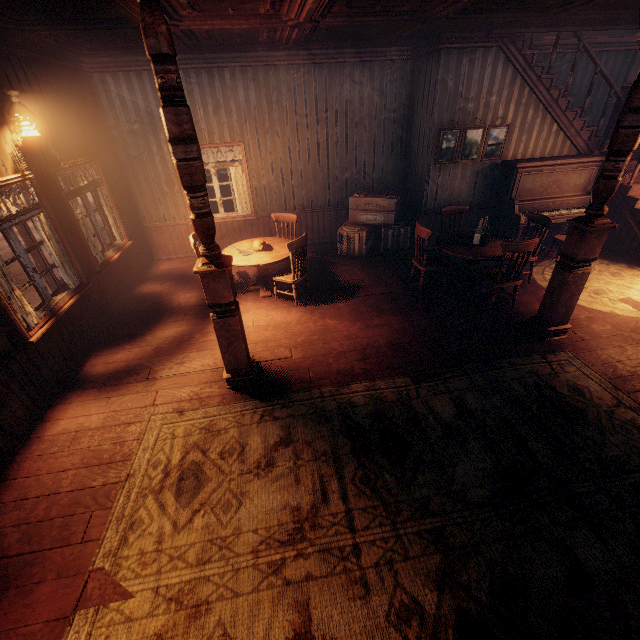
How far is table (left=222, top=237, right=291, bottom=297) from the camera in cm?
554

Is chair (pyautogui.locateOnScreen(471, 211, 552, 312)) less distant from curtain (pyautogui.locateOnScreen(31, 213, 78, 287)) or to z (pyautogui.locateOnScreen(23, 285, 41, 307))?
z (pyautogui.locateOnScreen(23, 285, 41, 307))

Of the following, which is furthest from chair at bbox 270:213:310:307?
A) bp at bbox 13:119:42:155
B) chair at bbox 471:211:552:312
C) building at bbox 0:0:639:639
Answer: bp at bbox 13:119:42:155

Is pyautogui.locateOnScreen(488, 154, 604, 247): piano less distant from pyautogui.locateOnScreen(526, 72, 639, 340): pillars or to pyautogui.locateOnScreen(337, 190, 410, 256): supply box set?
pyautogui.locateOnScreen(337, 190, 410, 256): supply box set

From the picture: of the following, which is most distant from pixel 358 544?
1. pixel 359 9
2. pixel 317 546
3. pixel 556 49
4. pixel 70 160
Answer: pixel 556 49

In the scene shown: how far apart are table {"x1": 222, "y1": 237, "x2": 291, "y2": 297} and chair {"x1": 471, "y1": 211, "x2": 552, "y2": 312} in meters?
3.5 m

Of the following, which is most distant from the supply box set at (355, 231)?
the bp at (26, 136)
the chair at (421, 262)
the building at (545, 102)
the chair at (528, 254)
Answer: the bp at (26, 136)

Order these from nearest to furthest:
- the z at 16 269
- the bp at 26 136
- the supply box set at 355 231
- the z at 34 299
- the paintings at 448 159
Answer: the bp at 26 136, the paintings at 448 159, the supply box set at 355 231, the z at 34 299, the z at 16 269
